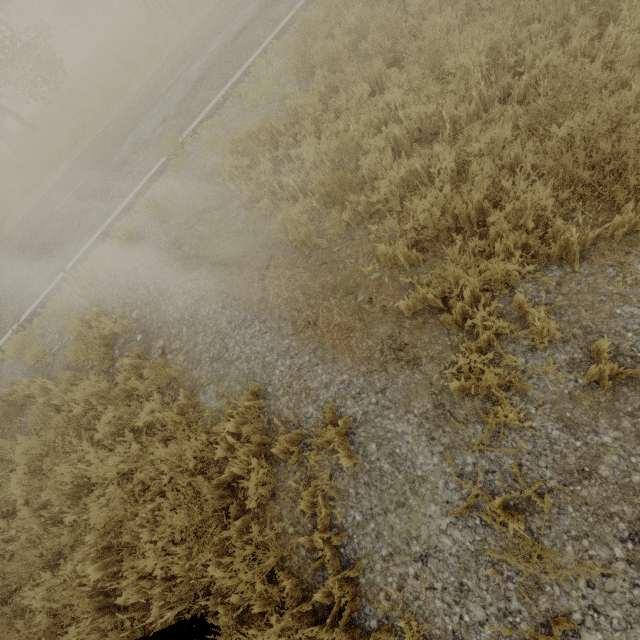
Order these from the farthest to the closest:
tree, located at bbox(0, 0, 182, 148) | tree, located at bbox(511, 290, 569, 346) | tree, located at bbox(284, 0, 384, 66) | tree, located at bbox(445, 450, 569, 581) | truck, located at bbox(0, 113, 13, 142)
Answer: truck, located at bbox(0, 113, 13, 142) → tree, located at bbox(0, 0, 182, 148) → tree, located at bbox(284, 0, 384, 66) → tree, located at bbox(511, 290, 569, 346) → tree, located at bbox(445, 450, 569, 581)

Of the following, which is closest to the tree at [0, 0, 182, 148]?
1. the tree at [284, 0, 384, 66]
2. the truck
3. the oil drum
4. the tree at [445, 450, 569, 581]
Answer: the truck

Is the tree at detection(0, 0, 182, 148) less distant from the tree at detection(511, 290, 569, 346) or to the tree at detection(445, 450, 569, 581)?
the tree at detection(511, 290, 569, 346)

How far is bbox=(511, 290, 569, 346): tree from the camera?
2.6m

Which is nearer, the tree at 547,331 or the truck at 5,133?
the tree at 547,331

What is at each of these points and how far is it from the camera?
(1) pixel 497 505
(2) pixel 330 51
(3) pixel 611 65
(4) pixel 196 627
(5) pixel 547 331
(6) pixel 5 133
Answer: (1) tree, 2.4m
(2) tree, 5.9m
(3) tree, 3.7m
(4) oil drum, 2.9m
(5) tree, 2.7m
(6) truck, 25.5m

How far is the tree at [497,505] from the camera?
1.9m

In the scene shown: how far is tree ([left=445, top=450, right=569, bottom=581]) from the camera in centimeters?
192cm
